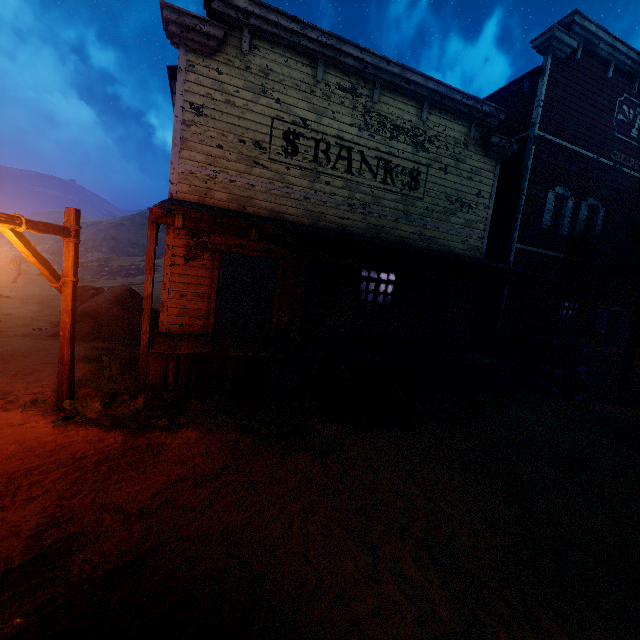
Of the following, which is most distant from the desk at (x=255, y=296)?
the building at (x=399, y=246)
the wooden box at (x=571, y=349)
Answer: the wooden box at (x=571, y=349)

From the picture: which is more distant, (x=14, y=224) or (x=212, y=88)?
(x=212, y=88)

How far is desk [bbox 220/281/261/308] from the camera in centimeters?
1580cm

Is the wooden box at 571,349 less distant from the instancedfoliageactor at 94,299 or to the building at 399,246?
the building at 399,246

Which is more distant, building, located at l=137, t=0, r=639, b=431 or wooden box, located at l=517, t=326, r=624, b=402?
wooden box, located at l=517, t=326, r=624, b=402

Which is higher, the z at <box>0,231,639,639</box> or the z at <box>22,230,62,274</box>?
the z at <box>22,230,62,274</box>

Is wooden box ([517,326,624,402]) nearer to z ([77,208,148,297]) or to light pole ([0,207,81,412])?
z ([77,208,148,297])

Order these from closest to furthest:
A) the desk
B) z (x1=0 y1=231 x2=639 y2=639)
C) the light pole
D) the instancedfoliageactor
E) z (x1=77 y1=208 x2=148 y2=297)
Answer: z (x1=0 y1=231 x2=639 y2=639) < the light pole < the instancedfoliageactor < the desk < z (x1=77 y1=208 x2=148 y2=297)
